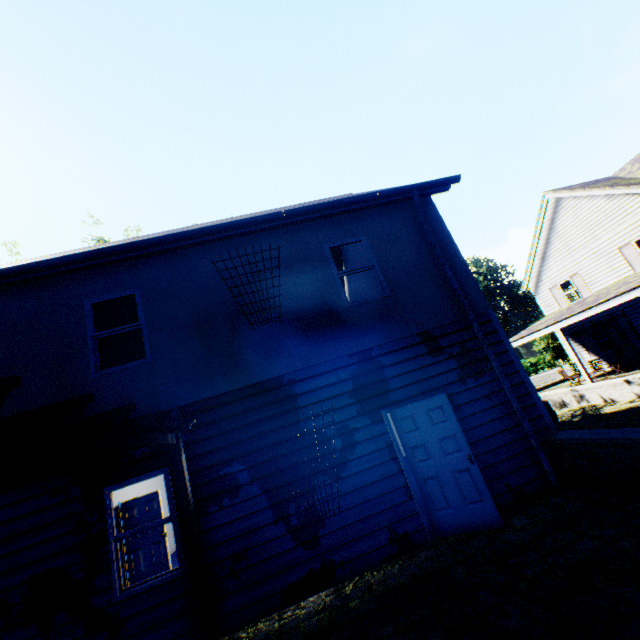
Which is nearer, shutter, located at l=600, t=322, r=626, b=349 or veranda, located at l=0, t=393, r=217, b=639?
veranda, located at l=0, t=393, r=217, b=639

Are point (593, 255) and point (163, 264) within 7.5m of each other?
no

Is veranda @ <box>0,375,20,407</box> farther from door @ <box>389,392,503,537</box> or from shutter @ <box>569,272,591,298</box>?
shutter @ <box>569,272,591,298</box>

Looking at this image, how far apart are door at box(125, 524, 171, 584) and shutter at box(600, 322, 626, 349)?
24.2 meters

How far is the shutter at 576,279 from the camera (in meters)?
19.72

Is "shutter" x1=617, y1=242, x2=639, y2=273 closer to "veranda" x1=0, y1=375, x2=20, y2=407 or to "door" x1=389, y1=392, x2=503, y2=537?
"door" x1=389, y1=392, x2=503, y2=537

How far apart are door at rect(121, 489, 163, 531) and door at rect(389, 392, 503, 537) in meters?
7.3 m

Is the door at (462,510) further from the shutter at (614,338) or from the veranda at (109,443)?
the shutter at (614,338)
